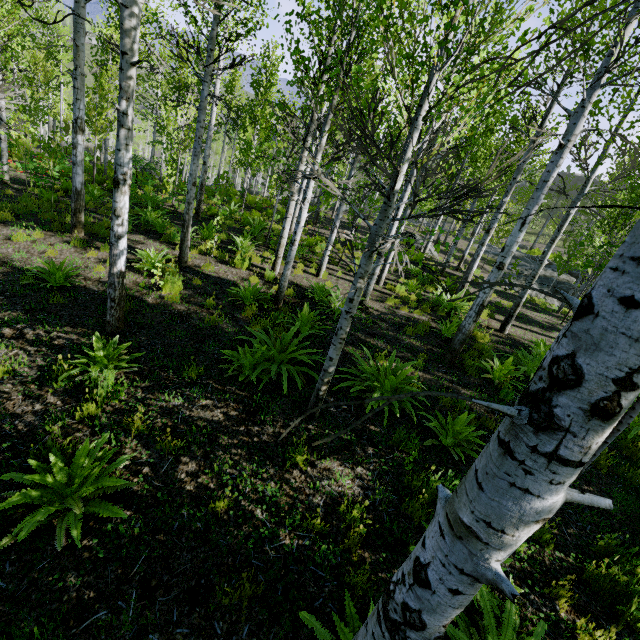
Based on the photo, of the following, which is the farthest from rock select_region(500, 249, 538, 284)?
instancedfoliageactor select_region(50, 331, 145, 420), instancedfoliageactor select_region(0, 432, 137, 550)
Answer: instancedfoliageactor select_region(0, 432, 137, 550)

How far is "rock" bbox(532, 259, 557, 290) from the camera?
22.30m

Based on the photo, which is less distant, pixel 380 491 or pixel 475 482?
pixel 475 482

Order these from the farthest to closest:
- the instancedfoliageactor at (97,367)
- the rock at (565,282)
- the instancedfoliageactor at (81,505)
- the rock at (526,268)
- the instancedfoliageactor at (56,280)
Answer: the rock at (526,268)
the rock at (565,282)
the instancedfoliageactor at (56,280)
the instancedfoliageactor at (97,367)
the instancedfoliageactor at (81,505)

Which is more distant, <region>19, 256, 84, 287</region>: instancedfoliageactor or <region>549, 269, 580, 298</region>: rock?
<region>549, 269, 580, 298</region>: rock

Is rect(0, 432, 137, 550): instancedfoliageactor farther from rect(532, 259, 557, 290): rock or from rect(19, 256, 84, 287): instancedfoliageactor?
rect(532, 259, 557, 290): rock

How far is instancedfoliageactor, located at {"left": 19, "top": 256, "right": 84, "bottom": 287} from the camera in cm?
622

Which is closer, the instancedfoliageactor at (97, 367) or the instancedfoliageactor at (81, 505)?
the instancedfoliageactor at (81, 505)
